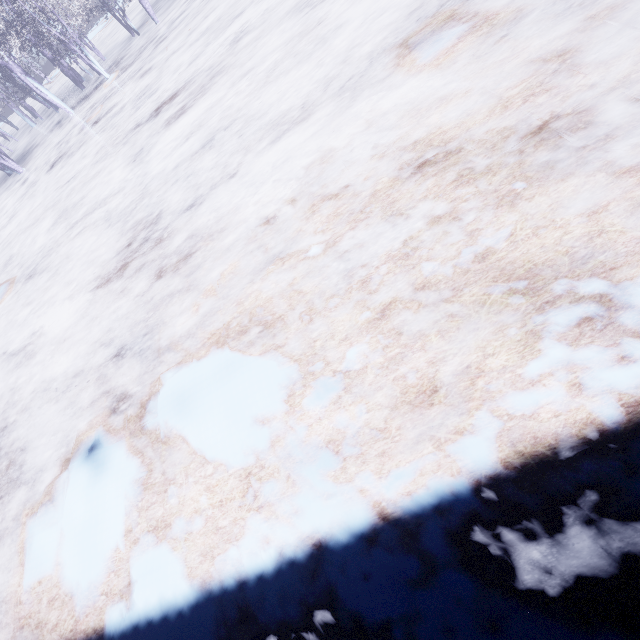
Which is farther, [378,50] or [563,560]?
[378,50]
